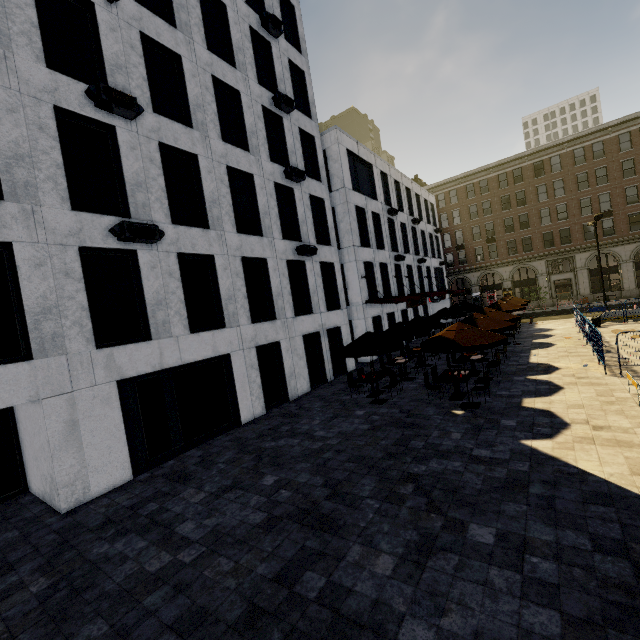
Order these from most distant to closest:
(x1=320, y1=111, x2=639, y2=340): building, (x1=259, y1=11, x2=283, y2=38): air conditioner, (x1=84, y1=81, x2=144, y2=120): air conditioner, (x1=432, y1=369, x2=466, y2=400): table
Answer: (x1=320, y1=111, x2=639, y2=340): building → (x1=259, y1=11, x2=283, y2=38): air conditioner → (x1=432, y1=369, x2=466, y2=400): table → (x1=84, y1=81, x2=144, y2=120): air conditioner

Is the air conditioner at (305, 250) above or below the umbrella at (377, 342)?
above

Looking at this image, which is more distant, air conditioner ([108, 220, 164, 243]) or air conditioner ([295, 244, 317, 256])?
air conditioner ([295, 244, 317, 256])

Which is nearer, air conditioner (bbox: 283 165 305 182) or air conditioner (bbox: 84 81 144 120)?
air conditioner (bbox: 84 81 144 120)

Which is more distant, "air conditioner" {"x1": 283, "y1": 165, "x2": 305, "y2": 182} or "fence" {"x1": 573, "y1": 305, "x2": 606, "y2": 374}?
"air conditioner" {"x1": 283, "y1": 165, "x2": 305, "y2": 182}

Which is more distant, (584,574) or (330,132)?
(330,132)

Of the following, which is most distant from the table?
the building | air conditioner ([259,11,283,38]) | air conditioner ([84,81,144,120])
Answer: the building

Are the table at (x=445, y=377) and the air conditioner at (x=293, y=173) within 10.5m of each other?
no
